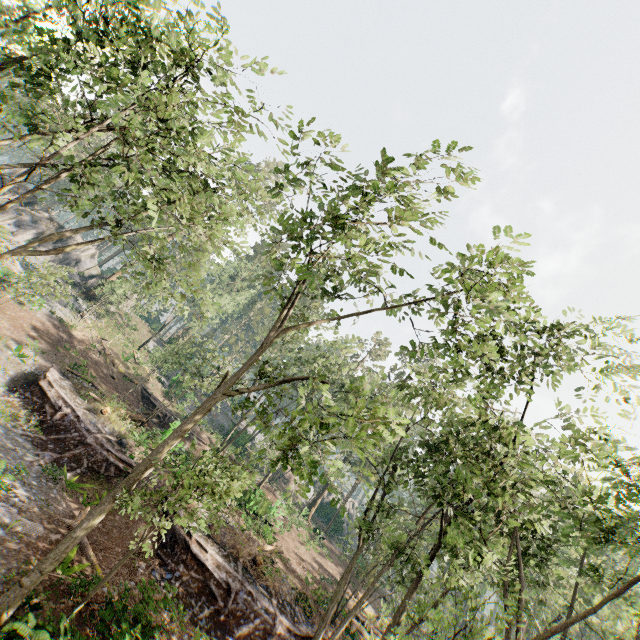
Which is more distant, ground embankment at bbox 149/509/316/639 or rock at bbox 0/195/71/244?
A: rock at bbox 0/195/71/244

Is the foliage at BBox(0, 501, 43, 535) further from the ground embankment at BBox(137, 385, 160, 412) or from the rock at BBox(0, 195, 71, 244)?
the ground embankment at BBox(137, 385, 160, 412)

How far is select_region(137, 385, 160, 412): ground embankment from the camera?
32.12m

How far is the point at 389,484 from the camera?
16.0m

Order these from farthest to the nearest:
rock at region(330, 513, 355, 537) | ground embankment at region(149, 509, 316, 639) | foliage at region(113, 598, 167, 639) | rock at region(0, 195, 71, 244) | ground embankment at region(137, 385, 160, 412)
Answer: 1. rock at region(330, 513, 355, 537)
2. rock at region(0, 195, 71, 244)
3. ground embankment at region(137, 385, 160, 412)
4. ground embankment at region(149, 509, 316, 639)
5. foliage at region(113, 598, 167, 639)

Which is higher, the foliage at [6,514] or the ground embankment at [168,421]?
the ground embankment at [168,421]

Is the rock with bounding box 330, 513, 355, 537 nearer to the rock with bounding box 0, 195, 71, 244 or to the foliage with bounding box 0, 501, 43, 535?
the foliage with bounding box 0, 501, 43, 535

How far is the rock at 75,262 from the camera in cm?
4088
